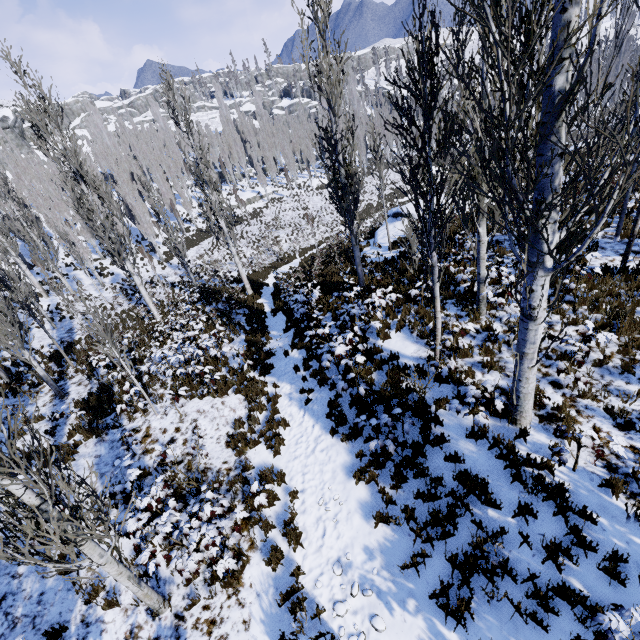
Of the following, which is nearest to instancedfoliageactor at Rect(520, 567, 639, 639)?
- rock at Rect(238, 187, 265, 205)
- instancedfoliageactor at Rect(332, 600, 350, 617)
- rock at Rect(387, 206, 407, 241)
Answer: rock at Rect(238, 187, 265, 205)

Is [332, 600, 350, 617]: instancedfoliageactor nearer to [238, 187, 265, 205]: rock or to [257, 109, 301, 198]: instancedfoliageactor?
[257, 109, 301, 198]: instancedfoliageactor

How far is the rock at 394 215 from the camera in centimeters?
1911cm

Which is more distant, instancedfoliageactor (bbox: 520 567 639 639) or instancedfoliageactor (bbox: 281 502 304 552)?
instancedfoliageactor (bbox: 281 502 304 552)

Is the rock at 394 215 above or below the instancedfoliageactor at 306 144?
below

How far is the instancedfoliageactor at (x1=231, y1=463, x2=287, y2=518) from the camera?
6.44m

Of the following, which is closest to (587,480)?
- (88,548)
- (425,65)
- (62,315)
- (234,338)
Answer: (425,65)

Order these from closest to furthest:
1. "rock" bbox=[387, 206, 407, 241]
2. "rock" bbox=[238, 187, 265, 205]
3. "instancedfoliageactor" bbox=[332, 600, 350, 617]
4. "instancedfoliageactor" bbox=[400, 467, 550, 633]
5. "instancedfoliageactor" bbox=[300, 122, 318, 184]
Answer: "instancedfoliageactor" bbox=[400, 467, 550, 633] → "instancedfoliageactor" bbox=[332, 600, 350, 617] → "instancedfoliageactor" bbox=[300, 122, 318, 184] → "rock" bbox=[387, 206, 407, 241] → "rock" bbox=[238, 187, 265, 205]
